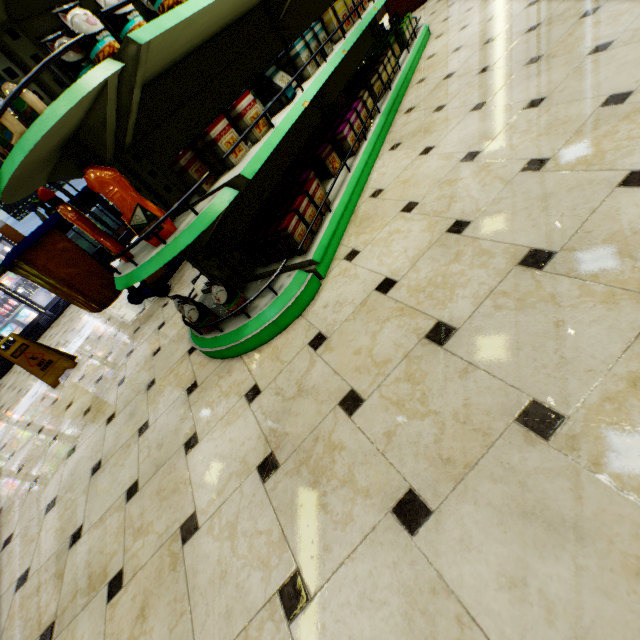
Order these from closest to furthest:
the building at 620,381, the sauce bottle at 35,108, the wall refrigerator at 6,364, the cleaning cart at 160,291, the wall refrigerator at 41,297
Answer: the building at 620,381
the sauce bottle at 35,108
the cleaning cart at 160,291
the wall refrigerator at 6,364
the wall refrigerator at 41,297

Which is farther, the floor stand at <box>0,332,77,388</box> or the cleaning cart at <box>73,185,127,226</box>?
the floor stand at <box>0,332,77,388</box>

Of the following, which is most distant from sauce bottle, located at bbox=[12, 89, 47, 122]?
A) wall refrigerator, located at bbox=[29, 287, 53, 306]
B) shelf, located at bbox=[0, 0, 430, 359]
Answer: wall refrigerator, located at bbox=[29, 287, 53, 306]

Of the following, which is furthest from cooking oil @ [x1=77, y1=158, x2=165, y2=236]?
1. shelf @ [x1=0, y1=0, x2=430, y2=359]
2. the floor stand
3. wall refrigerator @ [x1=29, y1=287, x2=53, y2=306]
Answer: wall refrigerator @ [x1=29, y1=287, x2=53, y2=306]

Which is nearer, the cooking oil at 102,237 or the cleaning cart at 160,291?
the cooking oil at 102,237

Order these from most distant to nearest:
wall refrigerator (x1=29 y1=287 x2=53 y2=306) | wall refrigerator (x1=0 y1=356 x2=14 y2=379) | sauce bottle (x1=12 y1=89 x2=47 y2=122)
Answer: wall refrigerator (x1=29 y1=287 x2=53 y2=306)
wall refrigerator (x1=0 y1=356 x2=14 y2=379)
sauce bottle (x1=12 y1=89 x2=47 y2=122)

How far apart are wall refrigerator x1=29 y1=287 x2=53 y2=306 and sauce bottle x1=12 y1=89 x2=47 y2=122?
8.47m

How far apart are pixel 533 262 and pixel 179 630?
1.8 meters
